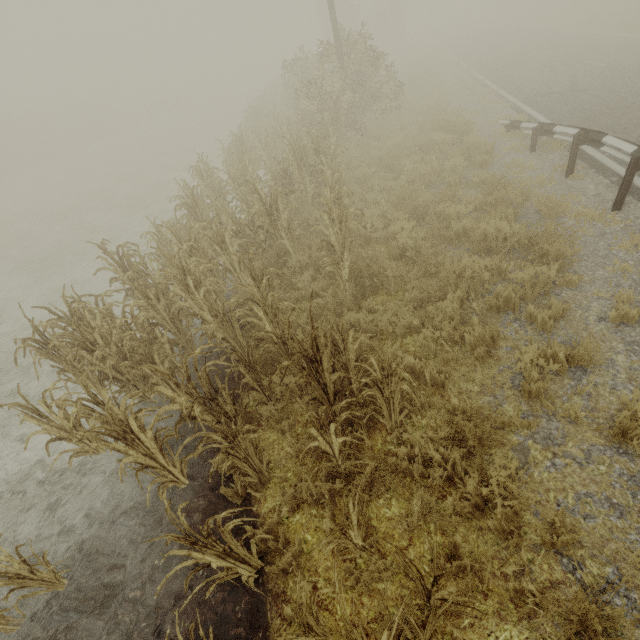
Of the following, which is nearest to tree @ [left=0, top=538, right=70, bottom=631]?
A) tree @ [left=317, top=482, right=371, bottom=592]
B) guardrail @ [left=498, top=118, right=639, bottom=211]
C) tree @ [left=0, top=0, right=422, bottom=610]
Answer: tree @ [left=0, top=0, right=422, bottom=610]

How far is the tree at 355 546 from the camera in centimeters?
240cm

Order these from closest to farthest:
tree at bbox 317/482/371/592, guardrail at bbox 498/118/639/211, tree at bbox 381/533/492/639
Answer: tree at bbox 381/533/492/639, tree at bbox 317/482/371/592, guardrail at bbox 498/118/639/211

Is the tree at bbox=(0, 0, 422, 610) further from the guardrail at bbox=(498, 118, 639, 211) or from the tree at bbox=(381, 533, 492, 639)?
the guardrail at bbox=(498, 118, 639, 211)

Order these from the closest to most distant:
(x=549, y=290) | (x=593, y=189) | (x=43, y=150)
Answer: (x=549, y=290), (x=593, y=189), (x=43, y=150)

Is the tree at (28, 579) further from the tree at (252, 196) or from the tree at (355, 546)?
the tree at (355, 546)

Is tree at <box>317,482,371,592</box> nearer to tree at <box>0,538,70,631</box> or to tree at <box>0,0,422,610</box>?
tree at <box>0,0,422,610</box>

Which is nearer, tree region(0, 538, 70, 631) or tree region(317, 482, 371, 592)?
tree region(317, 482, 371, 592)
